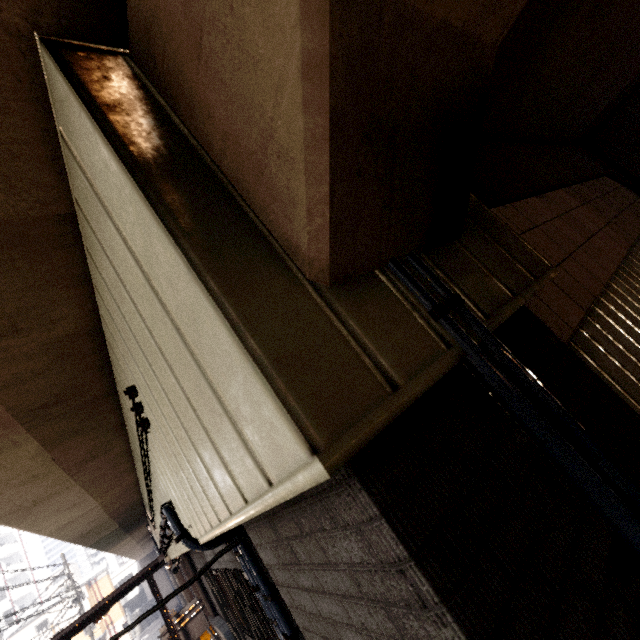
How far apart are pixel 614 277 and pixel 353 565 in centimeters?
436cm

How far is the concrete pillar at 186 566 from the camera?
8.71m

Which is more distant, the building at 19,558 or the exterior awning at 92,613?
the building at 19,558

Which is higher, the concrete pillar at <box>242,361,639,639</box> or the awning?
the awning

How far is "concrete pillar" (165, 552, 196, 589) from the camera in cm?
871

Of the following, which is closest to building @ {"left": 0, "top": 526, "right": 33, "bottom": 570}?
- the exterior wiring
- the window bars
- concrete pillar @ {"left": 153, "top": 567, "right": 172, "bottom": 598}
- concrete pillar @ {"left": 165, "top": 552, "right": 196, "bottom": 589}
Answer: concrete pillar @ {"left": 153, "top": 567, "right": 172, "bottom": 598}

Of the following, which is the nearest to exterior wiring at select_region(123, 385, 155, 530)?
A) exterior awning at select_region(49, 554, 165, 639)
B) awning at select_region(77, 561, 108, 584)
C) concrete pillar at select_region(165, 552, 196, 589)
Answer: exterior awning at select_region(49, 554, 165, 639)

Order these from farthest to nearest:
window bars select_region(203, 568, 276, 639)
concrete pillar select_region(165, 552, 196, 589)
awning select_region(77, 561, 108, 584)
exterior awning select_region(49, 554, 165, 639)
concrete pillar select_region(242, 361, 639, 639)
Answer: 1. awning select_region(77, 561, 108, 584)
2. concrete pillar select_region(165, 552, 196, 589)
3. exterior awning select_region(49, 554, 165, 639)
4. window bars select_region(203, 568, 276, 639)
5. concrete pillar select_region(242, 361, 639, 639)
